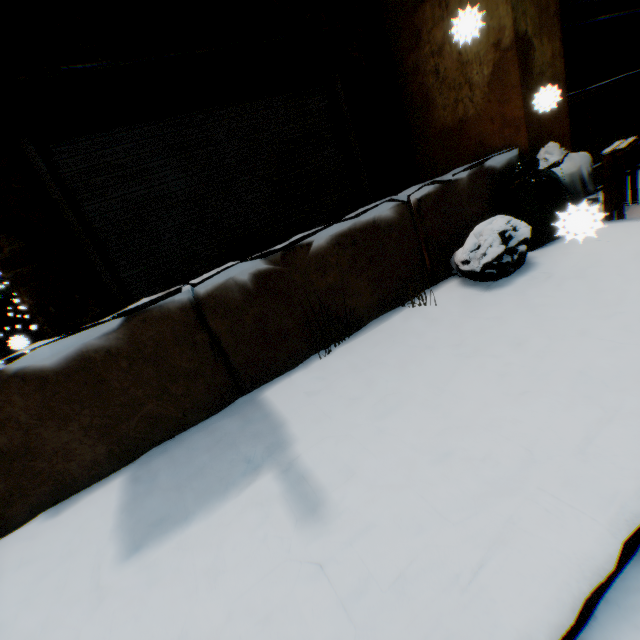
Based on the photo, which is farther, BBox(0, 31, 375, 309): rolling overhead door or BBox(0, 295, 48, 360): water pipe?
BBox(0, 295, 48, 360): water pipe

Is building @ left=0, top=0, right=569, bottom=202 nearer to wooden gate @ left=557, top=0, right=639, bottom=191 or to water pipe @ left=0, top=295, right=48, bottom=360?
wooden gate @ left=557, top=0, right=639, bottom=191

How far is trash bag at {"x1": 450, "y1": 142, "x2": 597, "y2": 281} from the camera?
2.5m

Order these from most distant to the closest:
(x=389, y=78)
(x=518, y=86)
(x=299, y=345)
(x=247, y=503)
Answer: (x=389, y=78), (x=518, y=86), (x=299, y=345), (x=247, y=503)

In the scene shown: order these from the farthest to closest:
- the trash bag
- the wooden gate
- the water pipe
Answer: the water pipe, the wooden gate, the trash bag

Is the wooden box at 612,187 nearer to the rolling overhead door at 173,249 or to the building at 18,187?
the building at 18,187

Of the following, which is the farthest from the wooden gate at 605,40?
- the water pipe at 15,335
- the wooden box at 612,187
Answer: the water pipe at 15,335

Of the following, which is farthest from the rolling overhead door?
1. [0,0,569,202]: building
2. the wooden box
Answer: the wooden box
